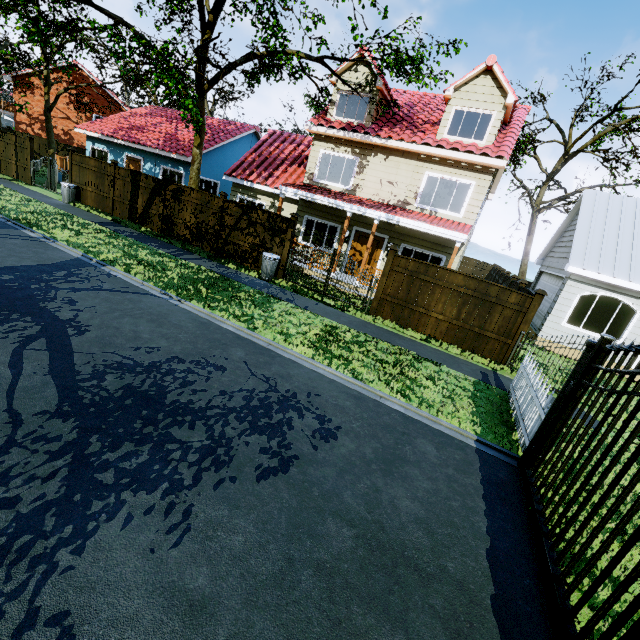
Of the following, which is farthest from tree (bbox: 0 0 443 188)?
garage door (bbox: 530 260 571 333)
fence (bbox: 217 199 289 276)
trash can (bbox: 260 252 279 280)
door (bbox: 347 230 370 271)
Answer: garage door (bbox: 530 260 571 333)

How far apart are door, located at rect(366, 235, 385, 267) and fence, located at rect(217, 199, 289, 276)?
4.0 meters

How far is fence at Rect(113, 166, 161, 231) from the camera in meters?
14.5 m

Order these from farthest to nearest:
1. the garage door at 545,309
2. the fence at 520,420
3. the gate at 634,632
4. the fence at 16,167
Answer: the fence at 16,167, the garage door at 545,309, the fence at 520,420, the gate at 634,632

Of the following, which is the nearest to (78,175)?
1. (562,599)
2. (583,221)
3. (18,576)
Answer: (18,576)

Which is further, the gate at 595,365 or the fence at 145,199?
the fence at 145,199

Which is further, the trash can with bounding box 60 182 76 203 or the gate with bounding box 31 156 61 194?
the gate with bounding box 31 156 61 194

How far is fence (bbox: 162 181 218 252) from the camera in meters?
13.4
